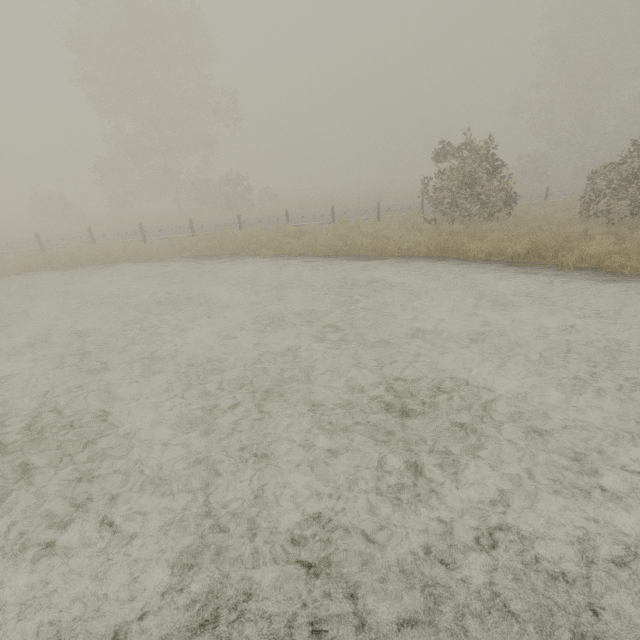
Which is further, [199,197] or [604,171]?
[199,197]
